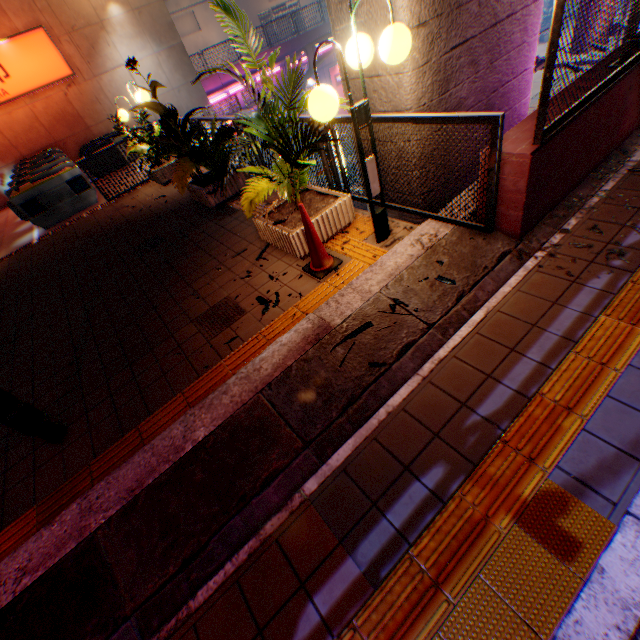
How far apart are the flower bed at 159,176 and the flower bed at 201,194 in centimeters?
248cm

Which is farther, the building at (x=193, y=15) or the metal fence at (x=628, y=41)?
the building at (x=193, y=15)

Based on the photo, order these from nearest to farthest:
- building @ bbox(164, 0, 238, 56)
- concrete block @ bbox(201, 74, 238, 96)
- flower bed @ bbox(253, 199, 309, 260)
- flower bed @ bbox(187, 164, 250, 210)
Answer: flower bed @ bbox(253, 199, 309, 260), flower bed @ bbox(187, 164, 250, 210), concrete block @ bbox(201, 74, 238, 96), building @ bbox(164, 0, 238, 56)

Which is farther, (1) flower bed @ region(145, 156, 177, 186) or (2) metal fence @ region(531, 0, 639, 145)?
(1) flower bed @ region(145, 156, 177, 186)

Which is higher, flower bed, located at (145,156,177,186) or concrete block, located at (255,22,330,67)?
concrete block, located at (255,22,330,67)

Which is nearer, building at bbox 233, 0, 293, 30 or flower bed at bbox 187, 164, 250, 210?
flower bed at bbox 187, 164, 250, 210

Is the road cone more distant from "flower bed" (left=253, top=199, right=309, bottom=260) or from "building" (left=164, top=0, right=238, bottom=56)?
"building" (left=164, top=0, right=238, bottom=56)

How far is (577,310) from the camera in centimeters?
285cm
